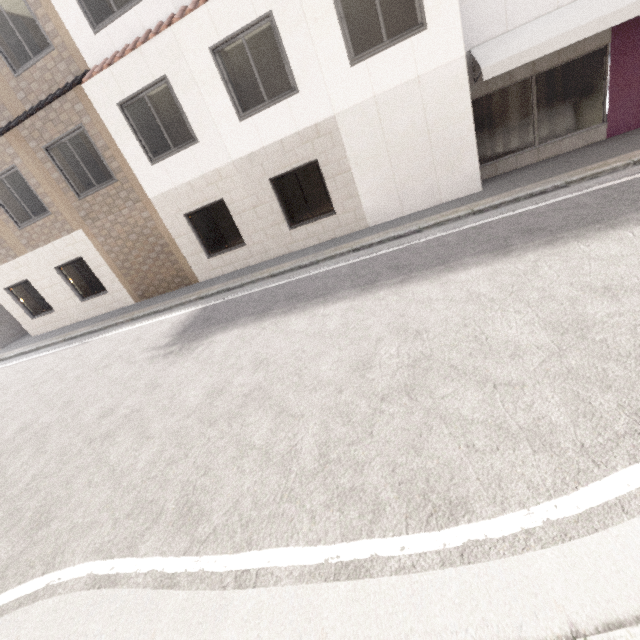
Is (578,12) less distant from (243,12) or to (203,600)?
(243,12)
